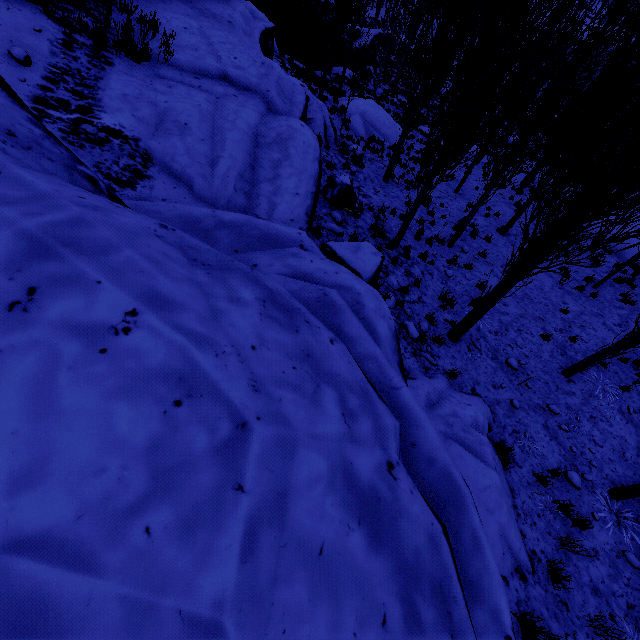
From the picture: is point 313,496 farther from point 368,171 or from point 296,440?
point 368,171

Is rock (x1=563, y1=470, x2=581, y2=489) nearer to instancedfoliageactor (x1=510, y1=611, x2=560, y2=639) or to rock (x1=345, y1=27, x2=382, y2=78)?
instancedfoliageactor (x1=510, y1=611, x2=560, y2=639)

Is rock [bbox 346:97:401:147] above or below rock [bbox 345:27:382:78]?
above

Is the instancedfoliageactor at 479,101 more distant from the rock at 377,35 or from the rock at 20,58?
the rock at 20,58

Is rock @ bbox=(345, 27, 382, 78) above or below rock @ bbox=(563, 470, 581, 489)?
below

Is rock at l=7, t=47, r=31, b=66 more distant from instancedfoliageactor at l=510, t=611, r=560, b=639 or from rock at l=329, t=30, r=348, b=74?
instancedfoliageactor at l=510, t=611, r=560, b=639

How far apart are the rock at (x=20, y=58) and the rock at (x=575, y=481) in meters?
13.5
